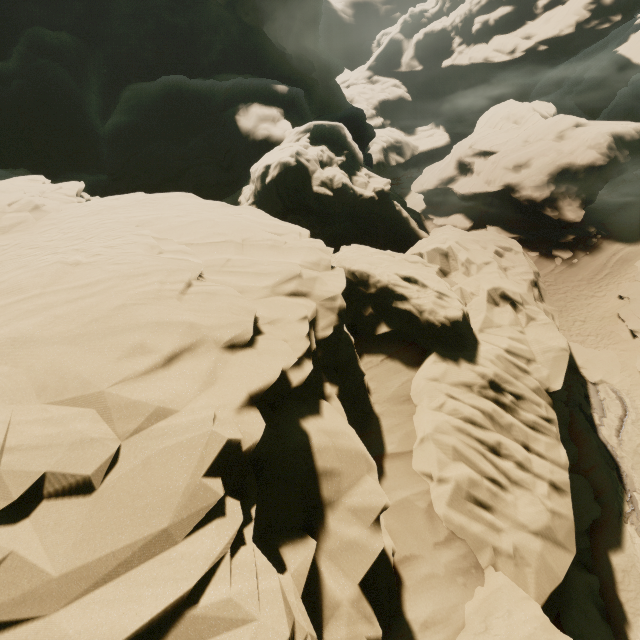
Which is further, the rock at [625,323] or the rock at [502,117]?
the rock at [625,323]

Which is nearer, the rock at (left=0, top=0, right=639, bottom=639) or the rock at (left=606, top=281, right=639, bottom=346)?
the rock at (left=0, top=0, right=639, bottom=639)

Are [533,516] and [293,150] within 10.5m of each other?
no
